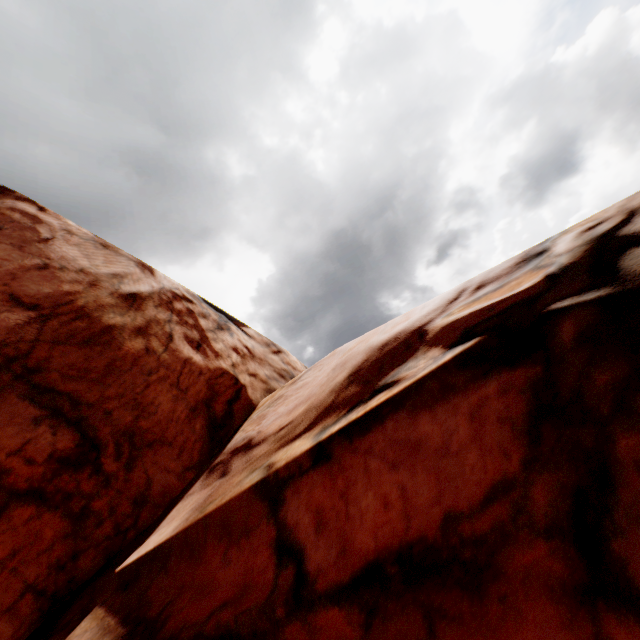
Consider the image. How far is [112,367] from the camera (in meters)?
5.42
